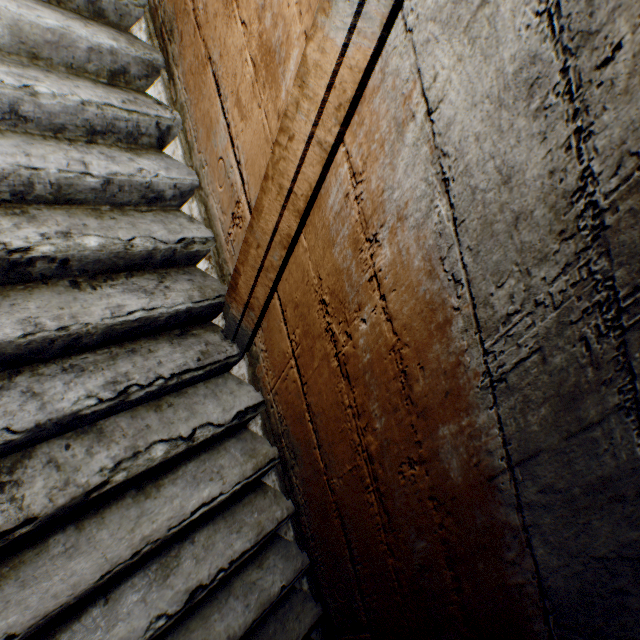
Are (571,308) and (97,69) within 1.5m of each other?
no
